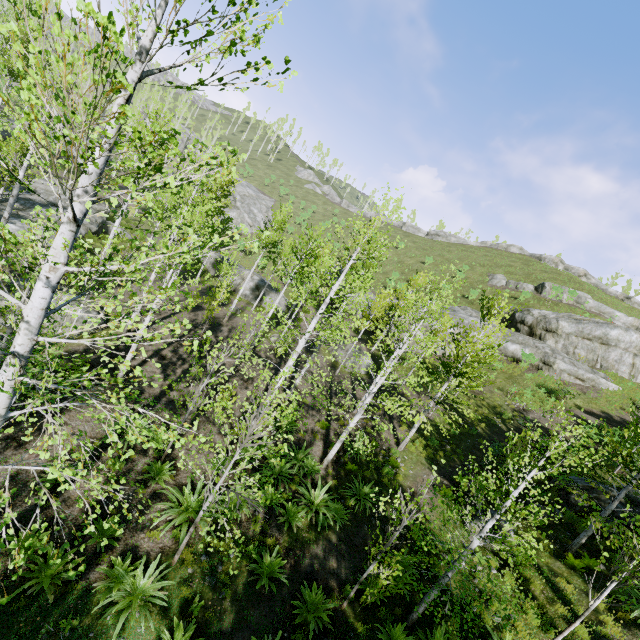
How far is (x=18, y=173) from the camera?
15.5m

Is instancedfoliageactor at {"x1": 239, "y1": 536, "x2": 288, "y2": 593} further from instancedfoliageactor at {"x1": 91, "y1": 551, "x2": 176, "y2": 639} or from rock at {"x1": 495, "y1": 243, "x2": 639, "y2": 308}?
rock at {"x1": 495, "y1": 243, "x2": 639, "y2": 308}

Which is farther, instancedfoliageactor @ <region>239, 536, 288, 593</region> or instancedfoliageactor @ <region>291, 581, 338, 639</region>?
instancedfoliageactor @ <region>239, 536, 288, 593</region>

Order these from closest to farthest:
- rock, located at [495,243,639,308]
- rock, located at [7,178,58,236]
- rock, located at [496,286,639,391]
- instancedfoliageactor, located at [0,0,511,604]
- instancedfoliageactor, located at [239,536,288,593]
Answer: instancedfoliageactor, located at [0,0,511,604]
instancedfoliageactor, located at [239,536,288,593]
rock, located at [7,178,58,236]
rock, located at [496,286,639,391]
rock, located at [495,243,639,308]

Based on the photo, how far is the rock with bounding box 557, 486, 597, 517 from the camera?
12.4m

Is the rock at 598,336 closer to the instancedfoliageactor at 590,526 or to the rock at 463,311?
the rock at 463,311

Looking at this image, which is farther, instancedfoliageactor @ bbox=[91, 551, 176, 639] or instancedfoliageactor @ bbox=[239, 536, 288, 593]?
instancedfoliageactor @ bbox=[239, 536, 288, 593]

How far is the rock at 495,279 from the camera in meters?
38.7 m
